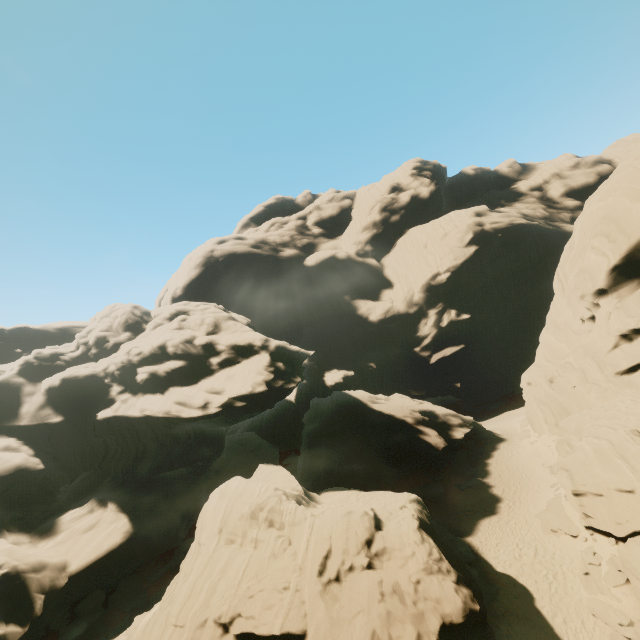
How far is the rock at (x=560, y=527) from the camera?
20.1m

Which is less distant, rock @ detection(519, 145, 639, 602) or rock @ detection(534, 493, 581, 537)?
rock @ detection(519, 145, 639, 602)

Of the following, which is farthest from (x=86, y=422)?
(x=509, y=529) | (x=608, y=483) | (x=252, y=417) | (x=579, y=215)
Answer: (x=579, y=215)

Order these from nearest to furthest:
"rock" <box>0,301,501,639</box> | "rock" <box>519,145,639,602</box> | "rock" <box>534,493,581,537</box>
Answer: "rock" <box>0,301,501,639</box> → "rock" <box>519,145,639,602</box> → "rock" <box>534,493,581,537</box>

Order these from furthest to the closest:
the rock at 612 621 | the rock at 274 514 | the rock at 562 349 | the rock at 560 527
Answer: the rock at 560 527 < the rock at 562 349 < the rock at 612 621 < the rock at 274 514

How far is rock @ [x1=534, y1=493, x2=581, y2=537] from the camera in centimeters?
2014cm
